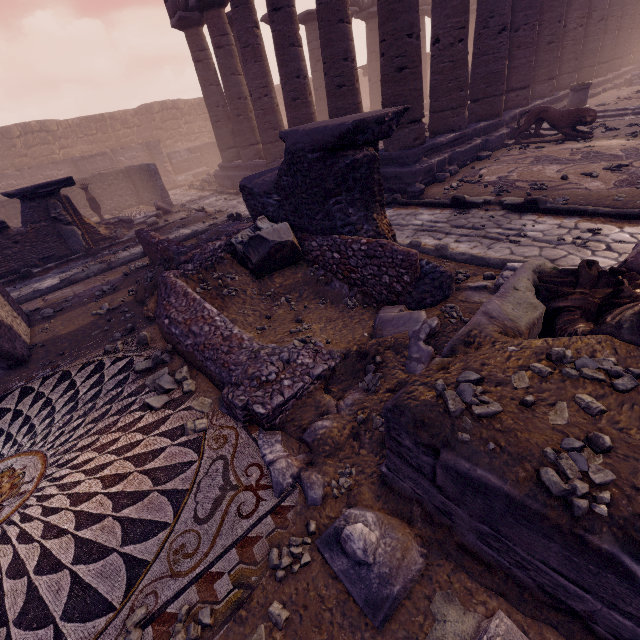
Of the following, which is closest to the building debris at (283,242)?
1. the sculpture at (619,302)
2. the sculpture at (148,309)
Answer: the sculpture at (148,309)

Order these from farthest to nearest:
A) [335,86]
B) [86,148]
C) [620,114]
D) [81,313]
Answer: [86,148] < [620,114] < [335,86] < [81,313]

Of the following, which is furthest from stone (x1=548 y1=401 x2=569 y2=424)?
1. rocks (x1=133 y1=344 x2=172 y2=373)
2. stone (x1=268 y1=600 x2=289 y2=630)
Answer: rocks (x1=133 y1=344 x2=172 y2=373)

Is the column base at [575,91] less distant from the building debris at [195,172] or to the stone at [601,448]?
the stone at [601,448]

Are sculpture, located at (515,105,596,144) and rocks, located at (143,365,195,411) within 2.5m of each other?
no

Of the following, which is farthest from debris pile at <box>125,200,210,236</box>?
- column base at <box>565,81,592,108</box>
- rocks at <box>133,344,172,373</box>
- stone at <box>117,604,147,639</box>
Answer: column base at <box>565,81,592,108</box>

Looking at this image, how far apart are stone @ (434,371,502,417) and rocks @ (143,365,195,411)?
2.8 meters

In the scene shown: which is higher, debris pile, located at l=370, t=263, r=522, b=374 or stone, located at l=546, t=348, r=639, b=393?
stone, located at l=546, t=348, r=639, b=393
